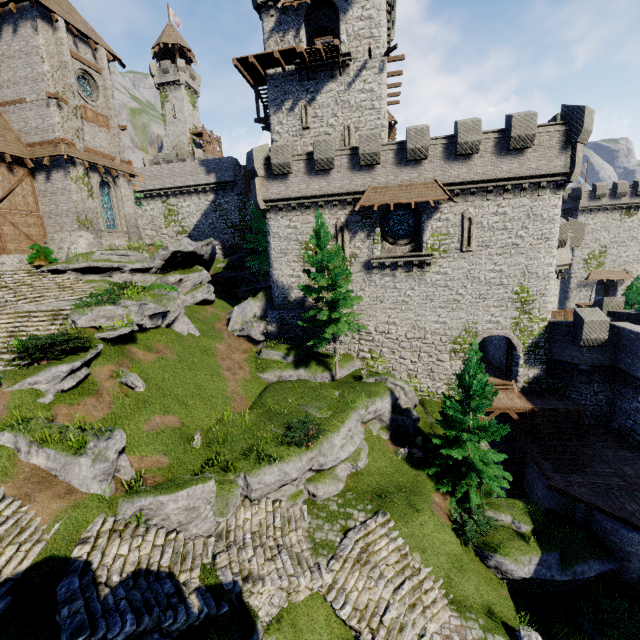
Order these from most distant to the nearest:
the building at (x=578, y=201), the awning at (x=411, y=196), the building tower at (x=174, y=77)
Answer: the building tower at (x=174, y=77), the building at (x=578, y=201), the awning at (x=411, y=196)

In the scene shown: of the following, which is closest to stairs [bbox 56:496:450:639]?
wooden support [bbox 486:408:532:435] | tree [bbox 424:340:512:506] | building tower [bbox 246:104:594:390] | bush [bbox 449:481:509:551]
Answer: bush [bbox 449:481:509:551]

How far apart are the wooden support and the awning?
13.12m

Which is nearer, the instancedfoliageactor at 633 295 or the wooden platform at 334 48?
the wooden platform at 334 48

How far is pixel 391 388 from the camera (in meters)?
20.00

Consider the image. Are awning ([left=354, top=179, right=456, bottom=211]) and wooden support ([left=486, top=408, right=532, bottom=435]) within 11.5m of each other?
no

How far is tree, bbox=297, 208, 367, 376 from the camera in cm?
1917

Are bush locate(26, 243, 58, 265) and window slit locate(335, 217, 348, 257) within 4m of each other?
no
